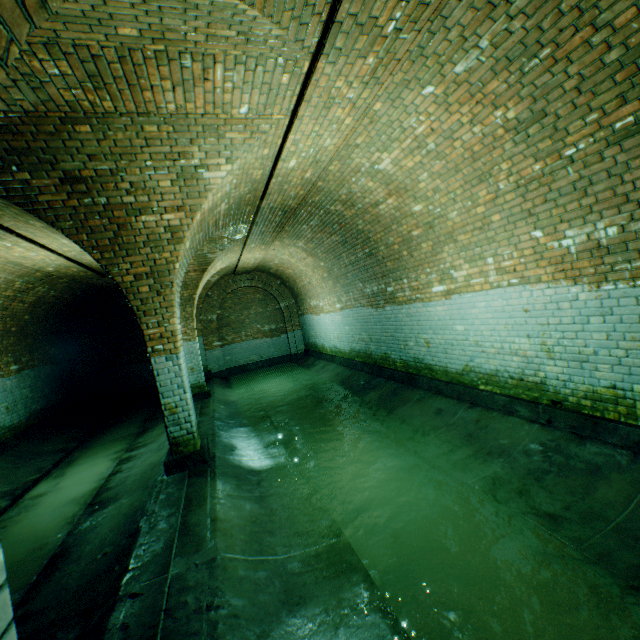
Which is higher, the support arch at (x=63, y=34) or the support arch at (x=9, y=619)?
the support arch at (x=63, y=34)

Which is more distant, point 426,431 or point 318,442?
point 318,442

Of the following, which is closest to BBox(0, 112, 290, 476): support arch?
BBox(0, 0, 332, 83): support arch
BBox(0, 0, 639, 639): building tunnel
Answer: BBox(0, 0, 639, 639): building tunnel

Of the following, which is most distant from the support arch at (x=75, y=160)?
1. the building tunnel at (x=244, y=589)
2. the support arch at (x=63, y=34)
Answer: the support arch at (x=63, y=34)

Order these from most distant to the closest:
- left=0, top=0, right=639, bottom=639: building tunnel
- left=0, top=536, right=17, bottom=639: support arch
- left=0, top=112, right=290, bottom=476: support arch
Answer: left=0, top=112, right=290, bottom=476: support arch
left=0, top=0, right=639, bottom=639: building tunnel
left=0, top=536, right=17, bottom=639: support arch

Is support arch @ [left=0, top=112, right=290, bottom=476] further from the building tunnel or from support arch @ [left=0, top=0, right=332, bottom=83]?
support arch @ [left=0, top=0, right=332, bottom=83]
